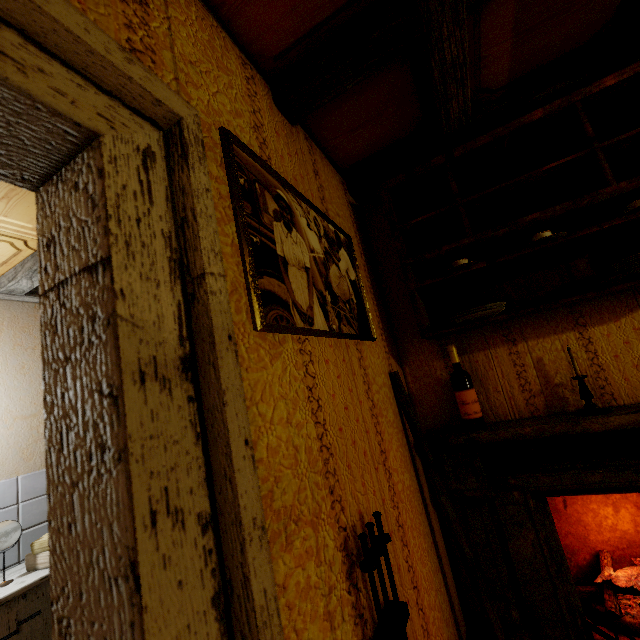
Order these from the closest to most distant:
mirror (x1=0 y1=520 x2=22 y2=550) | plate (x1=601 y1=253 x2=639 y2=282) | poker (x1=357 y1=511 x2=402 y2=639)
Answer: poker (x1=357 y1=511 x2=402 y2=639), plate (x1=601 y1=253 x2=639 y2=282), mirror (x1=0 y1=520 x2=22 y2=550)

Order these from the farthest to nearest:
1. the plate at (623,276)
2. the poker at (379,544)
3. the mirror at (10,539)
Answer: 1. the mirror at (10,539)
2. the plate at (623,276)
3. the poker at (379,544)

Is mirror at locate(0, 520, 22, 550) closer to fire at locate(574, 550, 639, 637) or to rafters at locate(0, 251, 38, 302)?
rafters at locate(0, 251, 38, 302)

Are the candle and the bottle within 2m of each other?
yes

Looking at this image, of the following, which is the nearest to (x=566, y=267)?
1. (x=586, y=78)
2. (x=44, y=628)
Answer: (x=586, y=78)

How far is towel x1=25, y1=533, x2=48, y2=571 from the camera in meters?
2.0

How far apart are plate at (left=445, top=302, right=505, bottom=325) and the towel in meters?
2.8 m

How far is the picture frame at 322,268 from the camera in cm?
86
